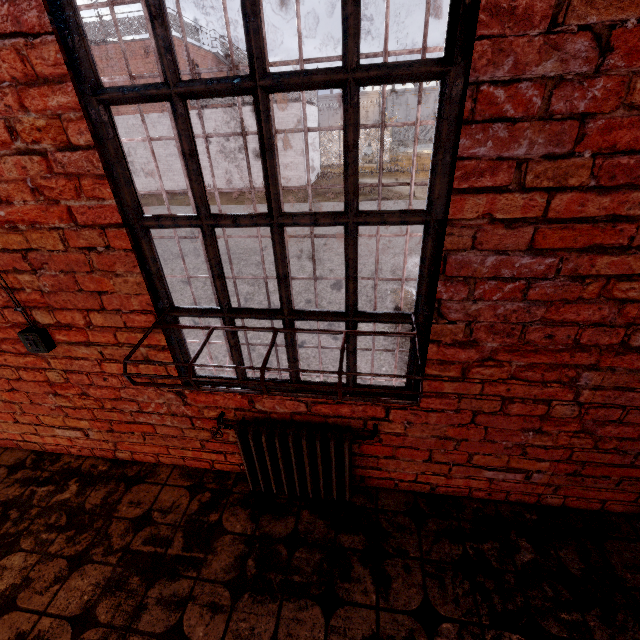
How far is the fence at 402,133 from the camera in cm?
5686

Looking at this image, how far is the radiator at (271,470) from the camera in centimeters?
182cm

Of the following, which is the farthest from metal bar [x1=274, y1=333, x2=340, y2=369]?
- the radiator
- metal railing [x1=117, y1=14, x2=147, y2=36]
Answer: metal railing [x1=117, y1=14, x2=147, y2=36]

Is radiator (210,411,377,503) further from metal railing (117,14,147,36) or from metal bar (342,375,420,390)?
metal railing (117,14,147,36)

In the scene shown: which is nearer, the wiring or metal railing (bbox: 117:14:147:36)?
the wiring

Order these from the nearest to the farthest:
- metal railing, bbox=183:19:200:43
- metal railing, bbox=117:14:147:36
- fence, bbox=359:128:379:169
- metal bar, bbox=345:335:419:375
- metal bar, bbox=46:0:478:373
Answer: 1. metal bar, bbox=46:0:478:373
2. metal bar, bbox=345:335:419:375
3. metal railing, bbox=117:14:147:36
4. metal railing, bbox=183:19:200:43
5. fence, bbox=359:128:379:169

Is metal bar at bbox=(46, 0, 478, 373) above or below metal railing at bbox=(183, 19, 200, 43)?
below

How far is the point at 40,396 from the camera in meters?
2.2
